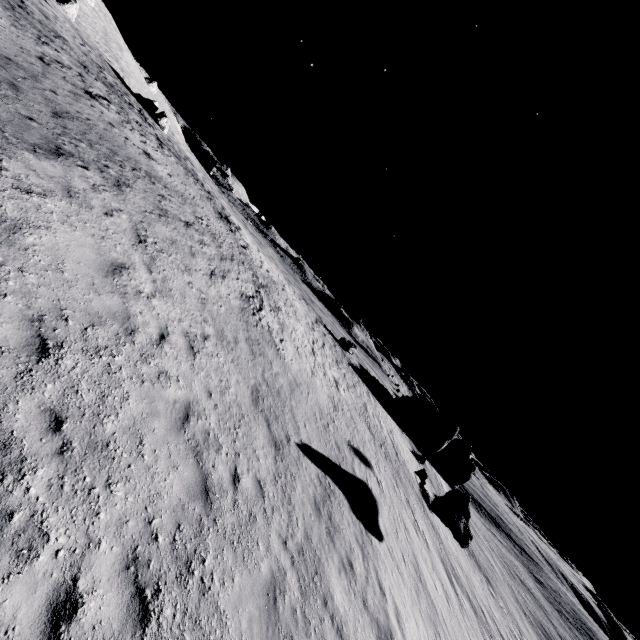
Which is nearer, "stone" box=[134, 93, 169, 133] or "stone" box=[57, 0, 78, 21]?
"stone" box=[57, 0, 78, 21]

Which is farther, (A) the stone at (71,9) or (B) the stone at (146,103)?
(B) the stone at (146,103)

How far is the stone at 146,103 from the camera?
44.16m

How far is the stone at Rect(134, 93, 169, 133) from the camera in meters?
44.2 m

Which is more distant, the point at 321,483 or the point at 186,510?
the point at 321,483

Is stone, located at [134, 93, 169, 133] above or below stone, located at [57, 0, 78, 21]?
below
